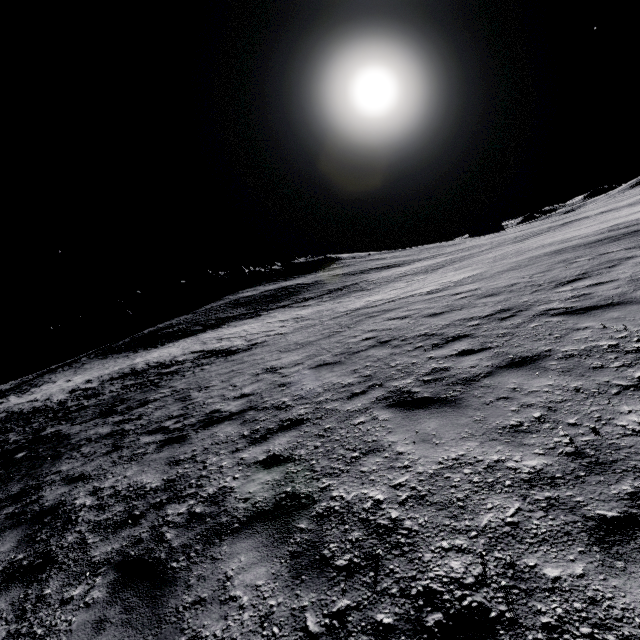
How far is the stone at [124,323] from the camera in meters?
57.1

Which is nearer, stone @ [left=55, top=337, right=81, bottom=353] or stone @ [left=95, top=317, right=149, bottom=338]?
stone @ [left=55, top=337, right=81, bottom=353]

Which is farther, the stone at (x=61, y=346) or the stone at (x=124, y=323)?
the stone at (x=124, y=323)

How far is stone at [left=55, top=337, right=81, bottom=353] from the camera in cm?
5550

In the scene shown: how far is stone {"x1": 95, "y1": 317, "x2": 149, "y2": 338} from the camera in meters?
57.1 m

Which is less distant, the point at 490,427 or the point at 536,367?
the point at 490,427
